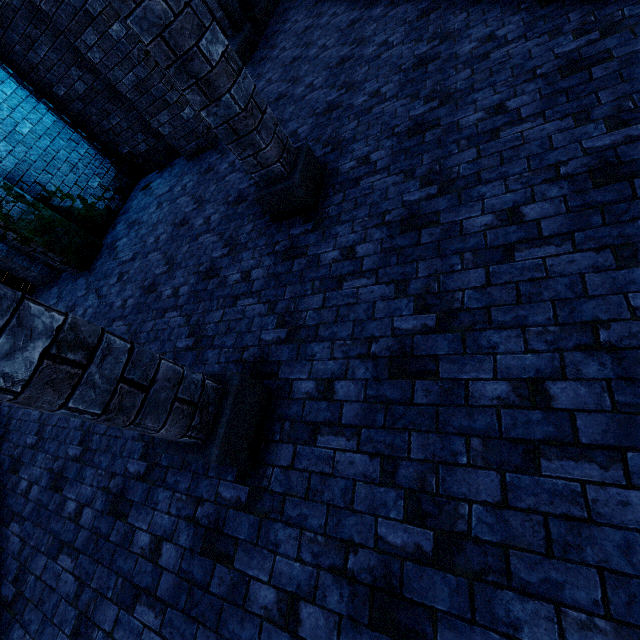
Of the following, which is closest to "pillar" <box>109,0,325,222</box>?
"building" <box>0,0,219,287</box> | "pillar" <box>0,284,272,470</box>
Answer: "building" <box>0,0,219,287</box>

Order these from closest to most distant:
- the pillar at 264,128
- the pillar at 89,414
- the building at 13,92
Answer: the pillar at 89,414 < the pillar at 264,128 < the building at 13,92

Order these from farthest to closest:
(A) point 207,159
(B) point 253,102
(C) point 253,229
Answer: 1. (A) point 207,159
2. (C) point 253,229
3. (B) point 253,102

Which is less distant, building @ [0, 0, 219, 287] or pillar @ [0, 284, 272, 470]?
pillar @ [0, 284, 272, 470]

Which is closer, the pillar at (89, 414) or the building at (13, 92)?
the pillar at (89, 414)

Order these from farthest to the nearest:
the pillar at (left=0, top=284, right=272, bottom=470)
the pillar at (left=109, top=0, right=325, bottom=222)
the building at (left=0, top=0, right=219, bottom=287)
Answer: the building at (left=0, top=0, right=219, bottom=287), the pillar at (left=109, top=0, right=325, bottom=222), the pillar at (left=0, top=284, right=272, bottom=470)

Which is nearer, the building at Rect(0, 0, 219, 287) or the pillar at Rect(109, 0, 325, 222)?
the pillar at Rect(109, 0, 325, 222)
